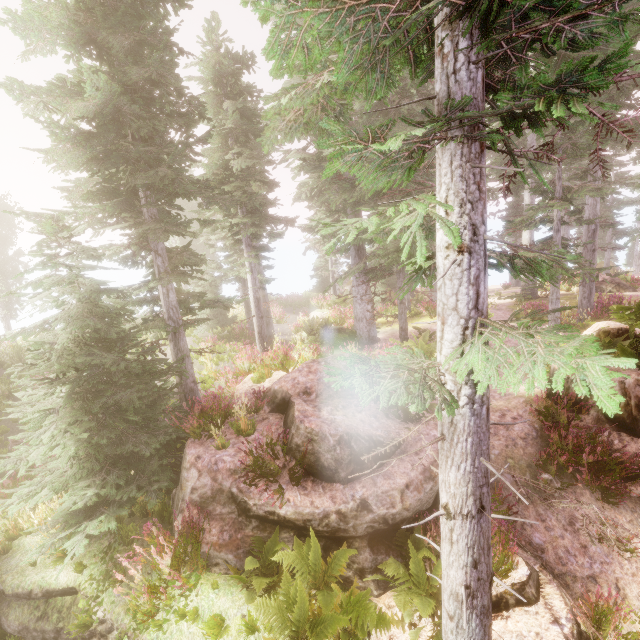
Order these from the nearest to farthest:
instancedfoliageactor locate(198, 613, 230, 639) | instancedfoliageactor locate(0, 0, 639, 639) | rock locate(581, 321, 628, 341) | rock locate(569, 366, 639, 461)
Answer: instancedfoliageactor locate(0, 0, 639, 639), instancedfoliageactor locate(198, 613, 230, 639), rock locate(569, 366, 639, 461), rock locate(581, 321, 628, 341)

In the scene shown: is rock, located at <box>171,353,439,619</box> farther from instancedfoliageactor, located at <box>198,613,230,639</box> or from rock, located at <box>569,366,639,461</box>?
rock, located at <box>569,366,639,461</box>

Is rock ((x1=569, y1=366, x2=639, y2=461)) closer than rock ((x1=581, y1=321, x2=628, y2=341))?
Yes

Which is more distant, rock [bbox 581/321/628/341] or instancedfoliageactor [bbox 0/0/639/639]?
rock [bbox 581/321/628/341]

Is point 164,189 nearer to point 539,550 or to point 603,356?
point 603,356

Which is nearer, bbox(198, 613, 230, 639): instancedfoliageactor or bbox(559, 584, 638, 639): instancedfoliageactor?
bbox(559, 584, 638, 639): instancedfoliageactor

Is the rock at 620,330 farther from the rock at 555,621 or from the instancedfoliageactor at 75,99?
the rock at 555,621

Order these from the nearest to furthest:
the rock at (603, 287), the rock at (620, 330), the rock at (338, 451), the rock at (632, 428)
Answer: the rock at (338, 451) < the rock at (632, 428) < the rock at (620, 330) < the rock at (603, 287)
